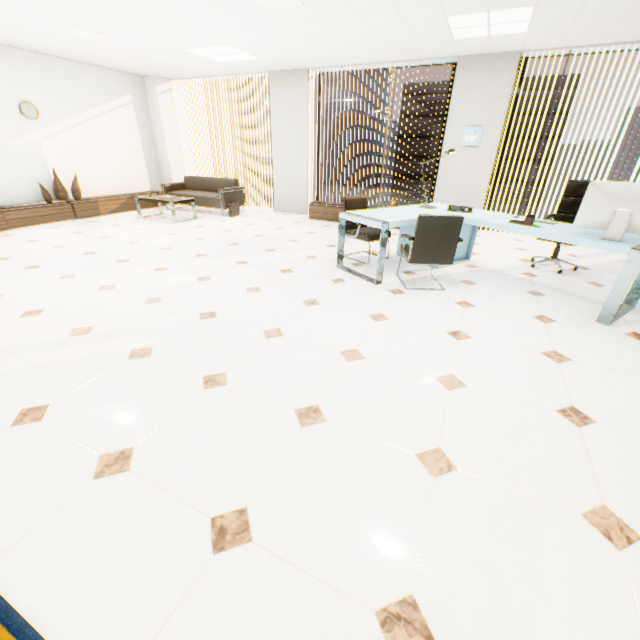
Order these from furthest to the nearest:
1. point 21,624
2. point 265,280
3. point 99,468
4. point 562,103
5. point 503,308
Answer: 1. point 562,103
2. point 265,280
3. point 503,308
4. point 99,468
5. point 21,624

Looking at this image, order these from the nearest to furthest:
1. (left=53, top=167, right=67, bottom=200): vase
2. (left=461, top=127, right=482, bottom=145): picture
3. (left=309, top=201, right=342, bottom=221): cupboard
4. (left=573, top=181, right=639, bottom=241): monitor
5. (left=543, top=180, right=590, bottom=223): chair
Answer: (left=573, top=181, right=639, bottom=241): monitor < (left=543, top=180, right=590, bottom=223): chair < (left=461, top=127, right=482, bottom=145): picture < (left=53, top=167, right=67, bottom=200): vase < (left=309, top=201, right=342, bottom=221): cupboard

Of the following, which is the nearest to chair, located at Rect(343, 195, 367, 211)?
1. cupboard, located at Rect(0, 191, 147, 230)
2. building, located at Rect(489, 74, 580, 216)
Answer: cupboard, located at Rect(0, 191, 147, 230)

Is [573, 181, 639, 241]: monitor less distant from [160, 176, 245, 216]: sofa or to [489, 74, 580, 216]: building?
[160, 176, 245, 216]: sofa

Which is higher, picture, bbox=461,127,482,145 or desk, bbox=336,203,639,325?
picture, bbox=461,127,482,145

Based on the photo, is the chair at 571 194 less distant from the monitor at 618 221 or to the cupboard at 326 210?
the monitor at 618 221

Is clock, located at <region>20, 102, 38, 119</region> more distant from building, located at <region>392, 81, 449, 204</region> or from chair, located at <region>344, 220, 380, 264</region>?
building, located at <region>392, 81, 449, 204</region>

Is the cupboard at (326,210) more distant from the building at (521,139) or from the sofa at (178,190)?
the building at (521,139)
